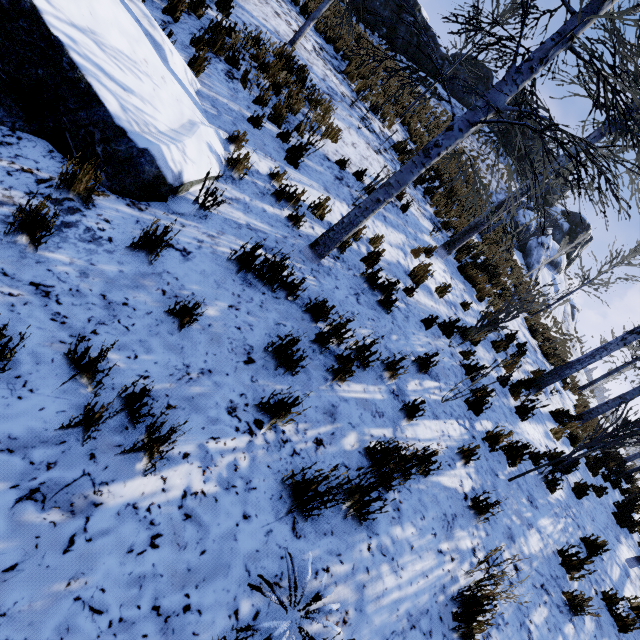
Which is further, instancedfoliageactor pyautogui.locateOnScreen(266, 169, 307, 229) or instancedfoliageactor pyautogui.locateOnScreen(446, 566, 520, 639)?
instancedfoliageactor pyautogui.locateOnScreen(266, 169, 307, 229)

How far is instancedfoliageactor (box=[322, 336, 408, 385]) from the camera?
3.5 meters

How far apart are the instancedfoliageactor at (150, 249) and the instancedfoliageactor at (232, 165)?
1.74m

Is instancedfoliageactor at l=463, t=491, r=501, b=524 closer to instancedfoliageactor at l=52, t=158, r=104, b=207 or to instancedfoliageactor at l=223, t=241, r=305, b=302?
instancedfoliageactor at l=52, t=158, r=104, b=207

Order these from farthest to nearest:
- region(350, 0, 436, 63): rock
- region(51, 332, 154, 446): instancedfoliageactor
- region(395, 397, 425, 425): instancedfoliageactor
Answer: region(350, 0, 436, 63): rock < region(395, 397, 425, 425): instancedfoliageactor < region(51, 332, 154, 446): instancedfoliageactor

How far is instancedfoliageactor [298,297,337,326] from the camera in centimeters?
380cm

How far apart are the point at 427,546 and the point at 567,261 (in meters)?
42.07

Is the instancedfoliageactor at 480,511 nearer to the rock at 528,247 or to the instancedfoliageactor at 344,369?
the instancedfoliageactor at 344,369
